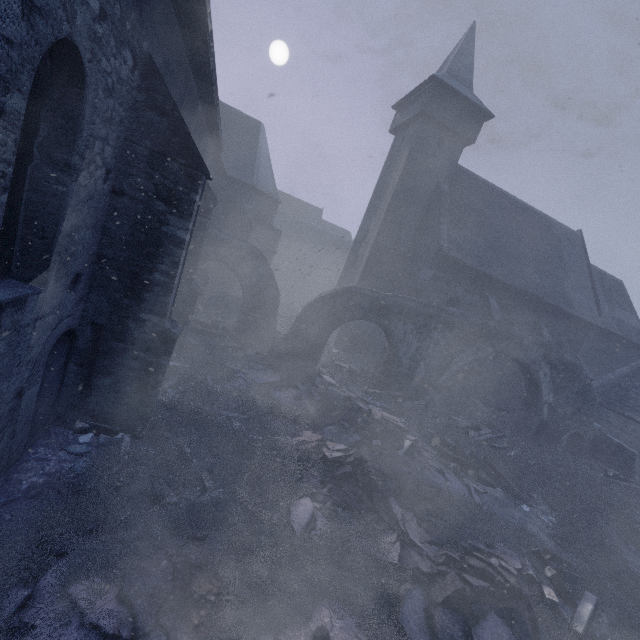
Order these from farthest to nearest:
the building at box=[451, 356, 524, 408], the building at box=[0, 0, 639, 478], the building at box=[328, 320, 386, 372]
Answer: the building at box=[328, 320, 386, 372]
the building at box=[451, 356, 524, 408]
the building at box=[0, 0, 639, 478]

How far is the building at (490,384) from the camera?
17.5 meters

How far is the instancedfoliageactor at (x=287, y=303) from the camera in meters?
18.9

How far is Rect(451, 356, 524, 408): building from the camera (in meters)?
17.55

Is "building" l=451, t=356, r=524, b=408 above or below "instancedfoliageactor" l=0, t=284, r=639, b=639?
above

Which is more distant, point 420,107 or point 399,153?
point 399,153
